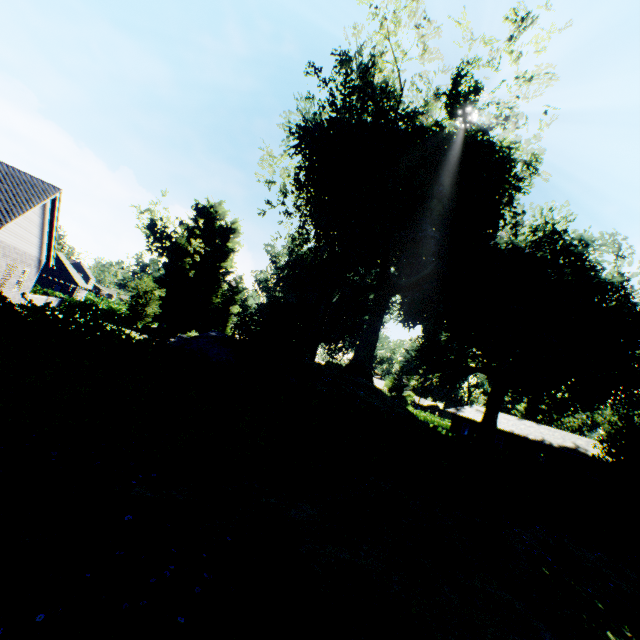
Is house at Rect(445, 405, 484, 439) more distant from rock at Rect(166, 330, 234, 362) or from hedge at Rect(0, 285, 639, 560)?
hedge at Rect(0, 285, 639, 560)

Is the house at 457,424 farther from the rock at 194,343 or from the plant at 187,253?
the rock at 194,343

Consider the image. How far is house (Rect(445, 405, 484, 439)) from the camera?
44.7 meters

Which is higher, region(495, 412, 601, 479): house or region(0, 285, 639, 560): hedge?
region(495, 412, 601, 479): house

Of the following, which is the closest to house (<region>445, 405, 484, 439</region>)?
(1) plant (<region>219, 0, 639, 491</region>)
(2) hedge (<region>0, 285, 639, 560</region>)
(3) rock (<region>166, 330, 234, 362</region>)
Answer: (1) plant (<region>219, 0, 639, 491</region>)

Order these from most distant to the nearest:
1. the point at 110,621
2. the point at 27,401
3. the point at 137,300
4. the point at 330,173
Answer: the point at 137,300
the point at 330,173
the point at 27,401
the point at 110,621

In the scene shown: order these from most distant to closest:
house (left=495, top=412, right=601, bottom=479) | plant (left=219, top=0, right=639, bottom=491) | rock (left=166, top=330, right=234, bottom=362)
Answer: house (left=495, top=412, right=601, bottom=479), rock (left=166, top=330, right=234, bottom=362), plant (left=219, top=0, right=639, bottom=491)

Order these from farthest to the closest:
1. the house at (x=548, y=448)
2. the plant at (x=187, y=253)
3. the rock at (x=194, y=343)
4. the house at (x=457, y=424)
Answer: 1. the house at (x=457, y=424)
2. the house at (x=548, y=448)
3. the plant at (x=187, y=253)
4. the rock at (x=194, y=343)
